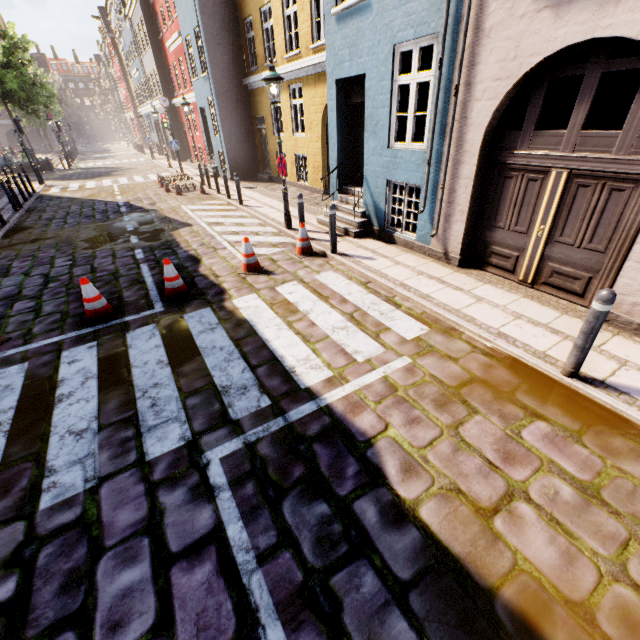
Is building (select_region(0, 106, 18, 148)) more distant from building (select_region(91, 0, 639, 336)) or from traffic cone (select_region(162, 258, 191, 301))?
traffic cone (select_region(162, 258, 191, 301))

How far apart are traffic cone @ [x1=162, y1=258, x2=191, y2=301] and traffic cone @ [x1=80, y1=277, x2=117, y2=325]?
0.8 meters

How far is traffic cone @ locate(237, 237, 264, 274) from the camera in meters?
6.9

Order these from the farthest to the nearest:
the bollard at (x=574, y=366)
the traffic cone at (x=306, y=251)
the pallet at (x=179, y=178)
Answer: the pallet at (x=179, y=178)
the traffic cone at (x=306, y=251)
the bollard at (x=574, y=366)

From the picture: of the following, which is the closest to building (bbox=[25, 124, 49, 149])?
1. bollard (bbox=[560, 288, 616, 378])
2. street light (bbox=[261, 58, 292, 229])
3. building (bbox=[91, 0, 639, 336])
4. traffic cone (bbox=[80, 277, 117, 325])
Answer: building (bbox=[91, 0, 639, 336])

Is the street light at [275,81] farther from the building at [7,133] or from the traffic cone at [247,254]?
the building at [7,133]

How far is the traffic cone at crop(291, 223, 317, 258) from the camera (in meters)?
7.60

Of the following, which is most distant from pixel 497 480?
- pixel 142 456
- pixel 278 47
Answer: pixel 278 47
